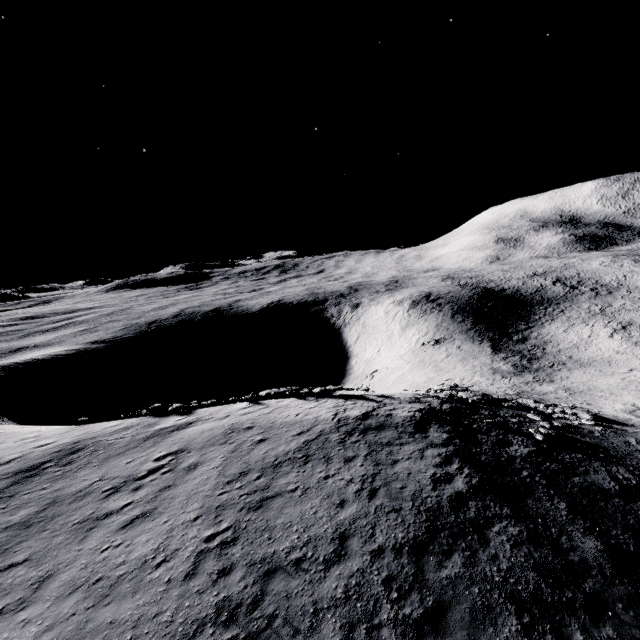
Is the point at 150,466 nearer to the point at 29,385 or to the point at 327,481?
the point at 327,481
